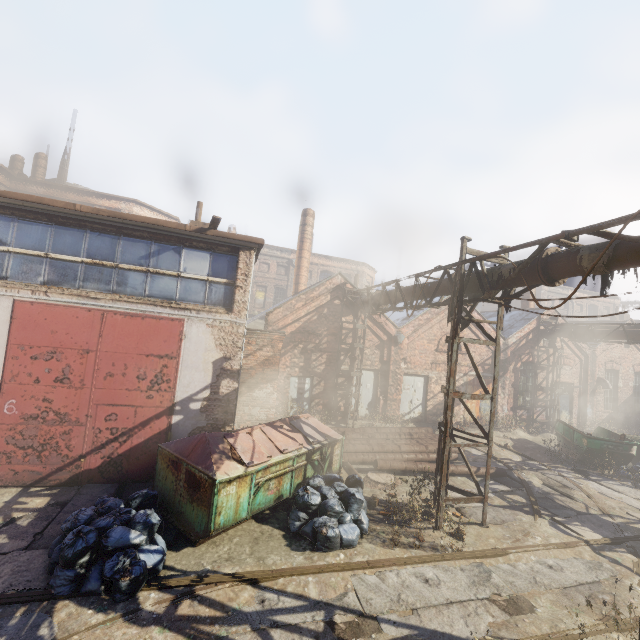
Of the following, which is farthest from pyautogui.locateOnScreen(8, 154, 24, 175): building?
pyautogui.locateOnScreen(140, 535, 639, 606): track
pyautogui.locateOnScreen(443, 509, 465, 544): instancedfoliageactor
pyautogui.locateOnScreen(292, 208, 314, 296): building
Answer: pyautogui.locateOnScreen(443, 509, 465, 544): instancedfoliageactor

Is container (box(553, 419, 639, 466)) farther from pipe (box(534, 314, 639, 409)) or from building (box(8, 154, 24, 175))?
building (box(8, 154, 24, 175))

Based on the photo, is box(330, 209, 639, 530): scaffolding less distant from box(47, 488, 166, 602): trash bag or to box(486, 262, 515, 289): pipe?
box(486, 262, 515, 289): pipe

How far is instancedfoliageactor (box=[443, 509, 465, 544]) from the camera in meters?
6.6

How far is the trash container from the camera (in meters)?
6.15

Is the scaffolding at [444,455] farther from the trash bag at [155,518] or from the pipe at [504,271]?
the trash bag at [155,518]

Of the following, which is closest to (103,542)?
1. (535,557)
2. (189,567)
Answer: (189,567)

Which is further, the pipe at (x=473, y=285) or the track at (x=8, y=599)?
the pipe at (x=473, y=285)
